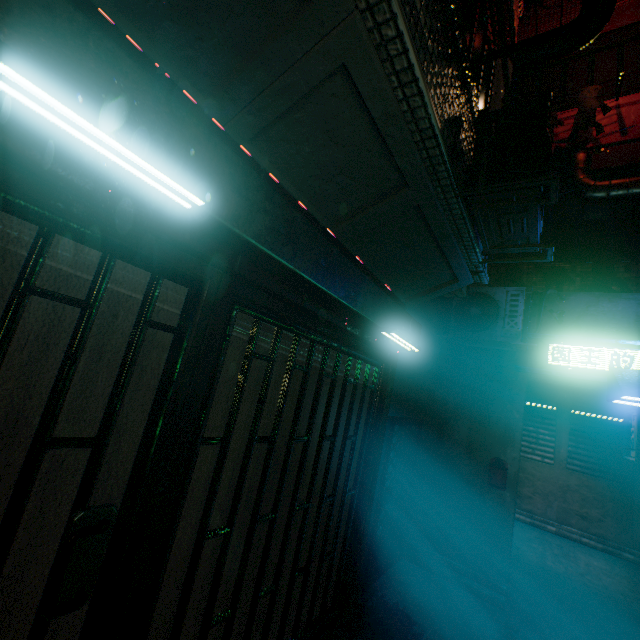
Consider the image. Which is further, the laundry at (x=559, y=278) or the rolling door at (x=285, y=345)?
the laundry at (x=559, y=278)

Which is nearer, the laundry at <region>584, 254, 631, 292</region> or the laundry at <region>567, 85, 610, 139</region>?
the laundry at <region>584, 254, 631, 292</region>

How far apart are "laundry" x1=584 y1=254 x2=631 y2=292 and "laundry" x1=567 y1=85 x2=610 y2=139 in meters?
2.3 m

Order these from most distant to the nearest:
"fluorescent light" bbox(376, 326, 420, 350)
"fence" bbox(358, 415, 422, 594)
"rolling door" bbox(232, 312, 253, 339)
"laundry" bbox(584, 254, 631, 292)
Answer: "laundry" bbox(584, 254, 631, 292) < "fence" bbox(358, 415, 422, 594) < "fluorescent light" bbox(376, 326, 420, 350) < "rolling door" bbox(232, 312, 253, 339)

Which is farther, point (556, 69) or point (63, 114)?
point (556, 69)

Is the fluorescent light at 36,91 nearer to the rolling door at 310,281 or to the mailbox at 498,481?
the rolling door at 310,281

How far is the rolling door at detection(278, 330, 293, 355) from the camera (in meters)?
2.10
